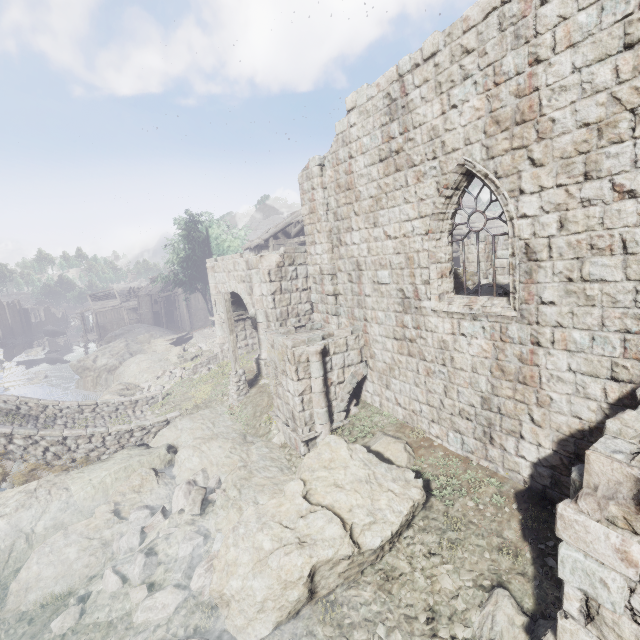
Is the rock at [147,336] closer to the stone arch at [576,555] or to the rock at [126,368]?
the rock at [126,368]

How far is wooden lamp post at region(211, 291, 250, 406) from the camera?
13.91m

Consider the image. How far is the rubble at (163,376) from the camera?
19.4m

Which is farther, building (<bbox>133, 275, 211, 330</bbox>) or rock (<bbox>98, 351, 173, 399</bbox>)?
building (<bbox>133, 275, 211, 330</bbox>)

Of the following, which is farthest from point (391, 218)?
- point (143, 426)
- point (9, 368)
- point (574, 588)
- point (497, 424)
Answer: point (9, 368)

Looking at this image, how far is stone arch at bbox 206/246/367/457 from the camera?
9.77m

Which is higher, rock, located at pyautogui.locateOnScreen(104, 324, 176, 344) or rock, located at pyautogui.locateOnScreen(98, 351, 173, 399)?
rock, located at pyautogui.locateOnScreen(104, 324, 176, 344)

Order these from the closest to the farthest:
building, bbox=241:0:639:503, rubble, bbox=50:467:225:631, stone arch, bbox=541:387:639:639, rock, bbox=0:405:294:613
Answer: stone arch, bbox=541:387:639:639, building, bbox=241:0:639:503, rubble, bbox=50:467:225:631, rock, bbox=0:405:294:613
